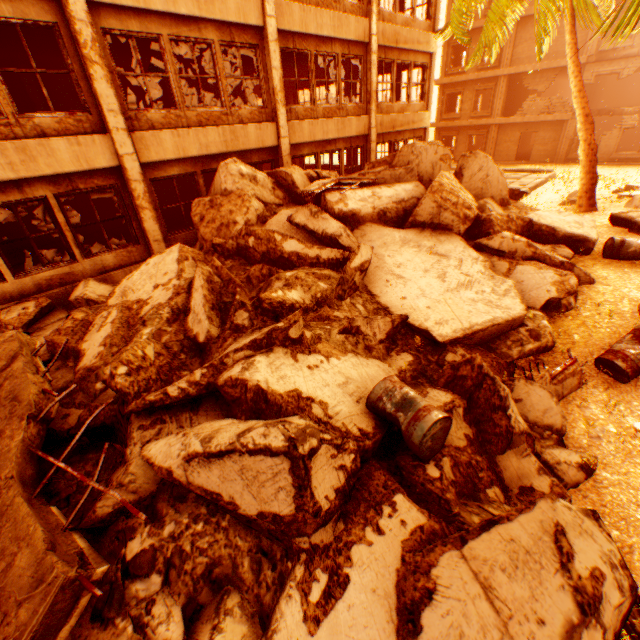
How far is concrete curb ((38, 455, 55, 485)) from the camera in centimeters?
373cm

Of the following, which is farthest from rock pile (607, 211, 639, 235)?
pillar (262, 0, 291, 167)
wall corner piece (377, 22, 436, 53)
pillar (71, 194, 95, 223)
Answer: pillar (71, 194, 95, 223)

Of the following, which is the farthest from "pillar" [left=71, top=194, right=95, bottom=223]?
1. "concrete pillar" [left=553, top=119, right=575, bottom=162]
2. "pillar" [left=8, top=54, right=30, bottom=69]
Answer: "concrete pillar" [left=553, top=119, right=575, bottom=162]

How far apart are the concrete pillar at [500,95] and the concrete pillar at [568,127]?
4.4m

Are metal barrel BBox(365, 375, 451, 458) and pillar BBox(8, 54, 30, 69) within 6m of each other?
no

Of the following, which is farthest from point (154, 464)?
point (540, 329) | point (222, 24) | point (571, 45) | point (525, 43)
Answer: point (525, 43)

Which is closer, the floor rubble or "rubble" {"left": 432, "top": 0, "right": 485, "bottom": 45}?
the floor rubble

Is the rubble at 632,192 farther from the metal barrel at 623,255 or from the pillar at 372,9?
Result: the metal barrel at 623,255
